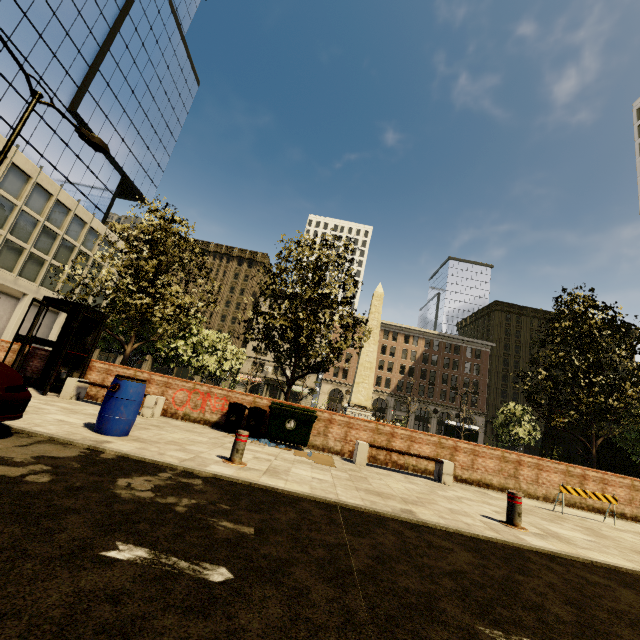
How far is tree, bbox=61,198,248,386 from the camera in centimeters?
1183cm

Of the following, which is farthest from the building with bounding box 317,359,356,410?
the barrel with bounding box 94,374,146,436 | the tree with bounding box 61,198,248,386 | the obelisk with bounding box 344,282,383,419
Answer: the obelisk with bounding box 344,282,383,419

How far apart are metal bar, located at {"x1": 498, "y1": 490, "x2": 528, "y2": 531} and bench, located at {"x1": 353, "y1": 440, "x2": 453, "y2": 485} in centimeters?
308cm

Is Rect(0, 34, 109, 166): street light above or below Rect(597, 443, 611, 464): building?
above

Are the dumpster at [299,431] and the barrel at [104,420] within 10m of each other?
yes

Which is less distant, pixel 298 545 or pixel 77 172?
pixel 298 545

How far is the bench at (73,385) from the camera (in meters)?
9.16

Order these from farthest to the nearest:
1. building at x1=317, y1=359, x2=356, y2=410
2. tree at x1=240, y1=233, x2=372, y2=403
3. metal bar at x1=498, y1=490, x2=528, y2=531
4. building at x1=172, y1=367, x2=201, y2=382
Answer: building at x1=172, y1=367, x2=201, y2=382 → building at x1=317, y1=359, x2=356, y2=410 → tree at x1=240, y1=233, x2=372, y2=403 → metal bar at x1=498, y1=490, x2=528, y2=531
